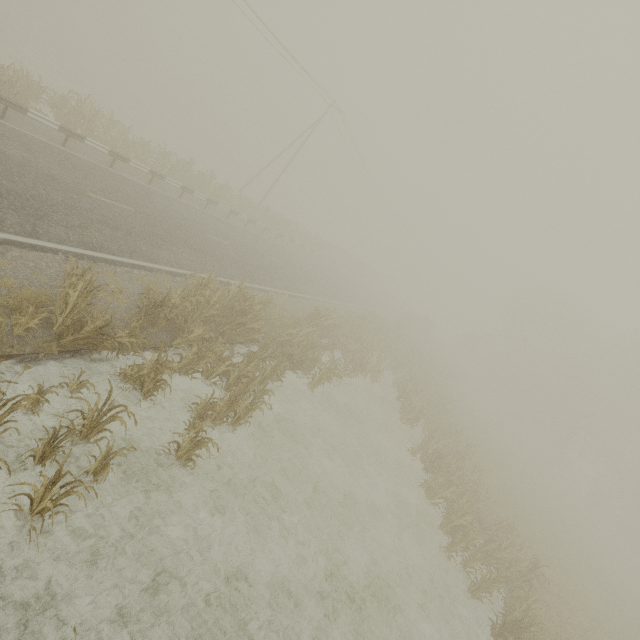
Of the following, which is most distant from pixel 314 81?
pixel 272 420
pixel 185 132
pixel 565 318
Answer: pixel 565 318
